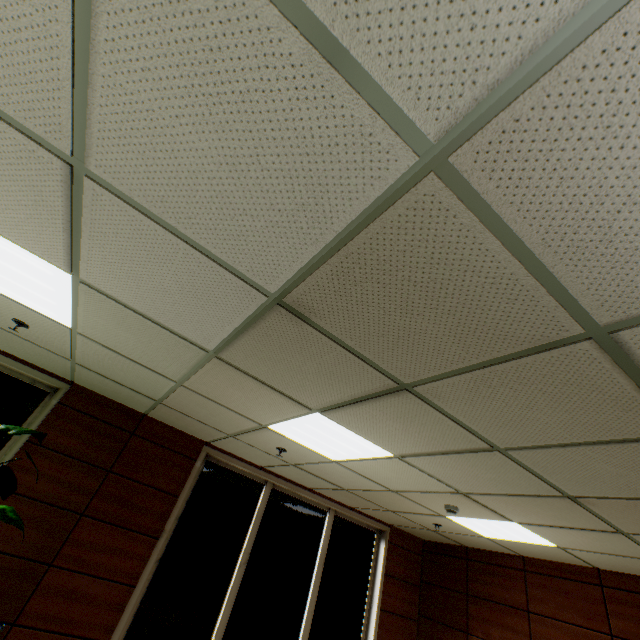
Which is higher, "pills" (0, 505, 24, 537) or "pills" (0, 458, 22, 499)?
"pills" (0, 458, 22, 499)

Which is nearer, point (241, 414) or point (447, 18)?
point (447, 18)

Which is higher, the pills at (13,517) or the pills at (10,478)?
the pills at (10,478)
